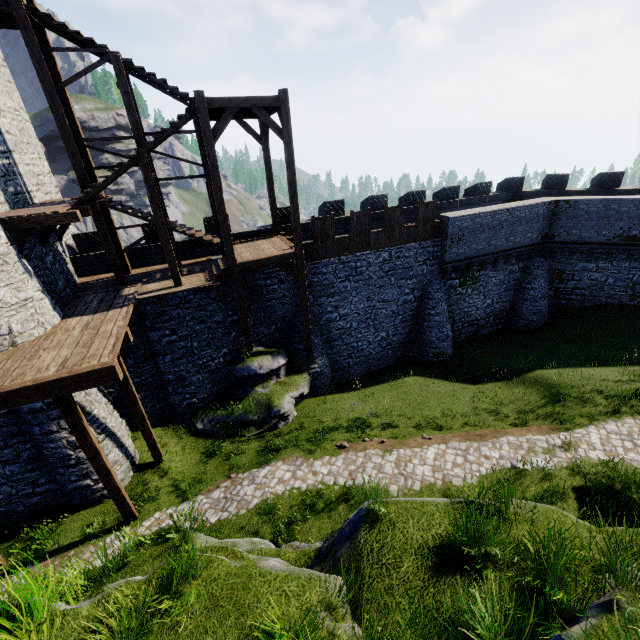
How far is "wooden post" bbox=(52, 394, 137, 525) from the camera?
8.3m

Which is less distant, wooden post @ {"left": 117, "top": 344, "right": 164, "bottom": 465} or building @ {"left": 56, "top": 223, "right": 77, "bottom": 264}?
wooden post @ {"left": 117, "top": 344, "right": 164, "bottom": 465}

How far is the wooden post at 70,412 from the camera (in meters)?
8.32

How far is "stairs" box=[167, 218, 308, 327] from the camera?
13.85m

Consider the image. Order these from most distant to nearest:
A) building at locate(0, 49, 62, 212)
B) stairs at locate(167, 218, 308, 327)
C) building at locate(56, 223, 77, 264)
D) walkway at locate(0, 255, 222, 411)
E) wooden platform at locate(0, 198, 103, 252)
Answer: building at locate(56, 223, 77, 264) → stairs at locate(167, 218, 308, 327) → building at locate(0, 49, 62, 212) → wooden platform at locate(0, 198, 103, 252) → walkway at locate(0, 255, 222, 411)

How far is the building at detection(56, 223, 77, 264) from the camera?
14.8 meters

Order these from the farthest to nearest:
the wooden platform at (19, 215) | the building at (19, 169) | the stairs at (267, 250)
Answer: the stairs at (267, 250) < the building at (19, 169) < the wooden platform at (19, 215)

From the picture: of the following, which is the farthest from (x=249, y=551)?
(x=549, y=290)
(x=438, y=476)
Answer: (x=549, y=290)
